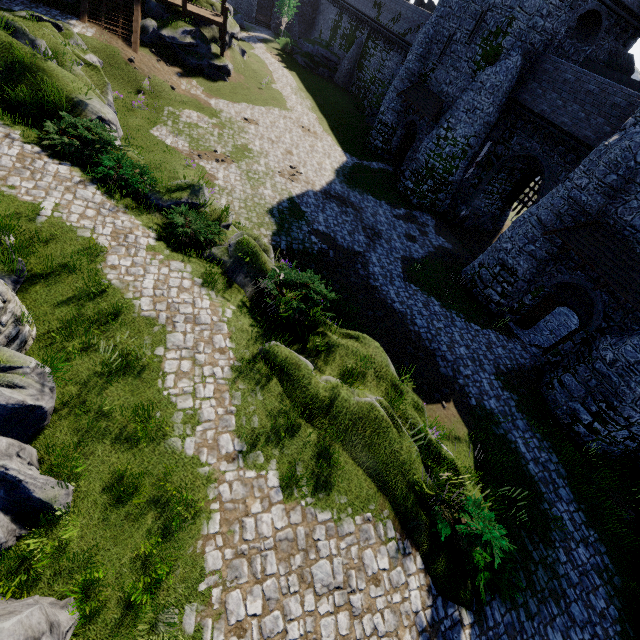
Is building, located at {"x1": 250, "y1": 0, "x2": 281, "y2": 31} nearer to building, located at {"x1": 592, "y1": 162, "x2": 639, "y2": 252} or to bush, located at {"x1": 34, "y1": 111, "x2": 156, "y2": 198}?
building, located at {"x1": 592, "y1": 162, "x2": 639, "y2": 252}

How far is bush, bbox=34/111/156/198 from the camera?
10.9 meters

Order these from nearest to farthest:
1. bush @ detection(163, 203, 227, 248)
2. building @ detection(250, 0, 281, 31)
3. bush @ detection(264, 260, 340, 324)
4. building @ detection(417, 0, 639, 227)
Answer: bush @ detection(264, 260, 340, 324)
bush @ detection(163, 203, 227, 248)
building @ detection(417, 0, 639, 227)
building @ detection(250, 0, 281, 31)

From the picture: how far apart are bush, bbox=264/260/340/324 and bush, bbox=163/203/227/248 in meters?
2.2 m

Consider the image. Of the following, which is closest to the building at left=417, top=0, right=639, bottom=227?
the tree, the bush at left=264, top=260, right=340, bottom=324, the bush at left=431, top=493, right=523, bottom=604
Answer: the bush at left=431, top=493, right=523, bottom=604

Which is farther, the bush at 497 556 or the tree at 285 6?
the tree at 285 6

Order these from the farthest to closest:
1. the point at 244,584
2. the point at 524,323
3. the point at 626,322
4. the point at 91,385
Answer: the point at 524,323 → the point at 626,322 → the point at 91,385 → the point at 244,584

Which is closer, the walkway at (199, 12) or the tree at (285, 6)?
the walkway at (199, 12)
